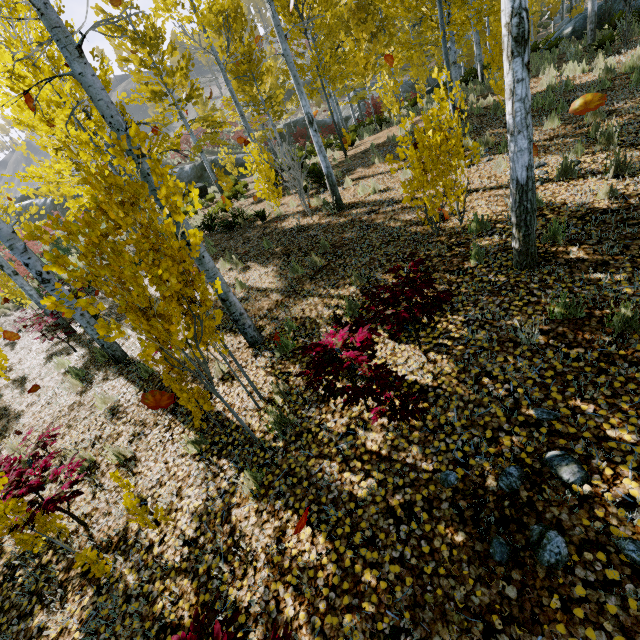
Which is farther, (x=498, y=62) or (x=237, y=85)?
(x=237, y=85)

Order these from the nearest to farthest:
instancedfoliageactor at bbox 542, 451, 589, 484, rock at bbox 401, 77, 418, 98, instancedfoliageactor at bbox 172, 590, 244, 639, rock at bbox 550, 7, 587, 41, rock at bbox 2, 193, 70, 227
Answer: instancedfoliageactor at bbox 172, 590, 244, 639, instancedfoliageactor at bbox 542, 451, 589, 484, rock at bbox 550, 7, 587, 41, rock at bbox 2, 193, 70, 227, rock at bbox 401, 77, 418, 98

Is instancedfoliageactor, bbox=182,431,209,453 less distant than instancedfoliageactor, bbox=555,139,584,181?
Yes

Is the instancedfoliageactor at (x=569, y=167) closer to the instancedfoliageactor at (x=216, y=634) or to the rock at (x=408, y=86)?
the instancedfoliageactor at (x=216, y=634)

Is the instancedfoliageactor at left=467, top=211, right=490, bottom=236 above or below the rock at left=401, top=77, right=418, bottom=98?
below

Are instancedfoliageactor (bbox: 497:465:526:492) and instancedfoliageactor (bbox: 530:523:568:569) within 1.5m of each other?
yes

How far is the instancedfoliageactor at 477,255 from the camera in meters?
4.7 m

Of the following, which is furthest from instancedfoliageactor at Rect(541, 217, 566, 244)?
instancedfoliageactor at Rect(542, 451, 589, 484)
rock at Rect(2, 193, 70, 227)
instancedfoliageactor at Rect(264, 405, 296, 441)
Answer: rock at Rect(2, 193, 70, 227)
